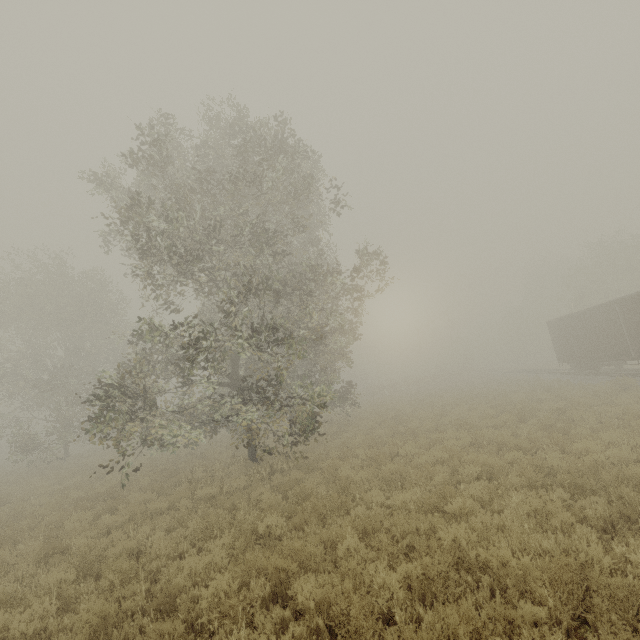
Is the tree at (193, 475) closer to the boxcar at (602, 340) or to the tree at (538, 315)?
the tree at (538, 315)

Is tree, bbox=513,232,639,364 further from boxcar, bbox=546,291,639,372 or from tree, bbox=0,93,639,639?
boxcar, bbox=546,291,639,372

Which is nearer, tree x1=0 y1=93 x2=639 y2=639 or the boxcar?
tree x1=0 y1=93 x2=639 y2=639

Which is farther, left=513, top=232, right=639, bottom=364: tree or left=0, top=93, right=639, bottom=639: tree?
left=513, top=232, right=639, bottom=364: tree

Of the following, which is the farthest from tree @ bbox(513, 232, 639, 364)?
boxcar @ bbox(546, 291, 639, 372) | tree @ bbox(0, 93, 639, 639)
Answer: boxcar @ bbox(546, 291, 639, 372)

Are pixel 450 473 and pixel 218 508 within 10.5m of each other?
yes

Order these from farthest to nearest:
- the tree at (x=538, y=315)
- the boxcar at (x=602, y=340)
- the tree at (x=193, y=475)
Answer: the tree at (x=538, y=315)
the boxcar at (x=602, y=340)
the tree at (x=193, y=475)

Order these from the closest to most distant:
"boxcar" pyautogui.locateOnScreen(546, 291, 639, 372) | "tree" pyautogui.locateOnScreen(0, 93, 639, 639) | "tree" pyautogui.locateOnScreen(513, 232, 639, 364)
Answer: "tree" pyautogui.locateOnScreen(0, 93, 639, 639) < "boxcar" pyautogui.locateOnScreen(546, 291, 639, 372) < "tree" pyautogui.locateOnScreen(513, 232, 639, 364)
